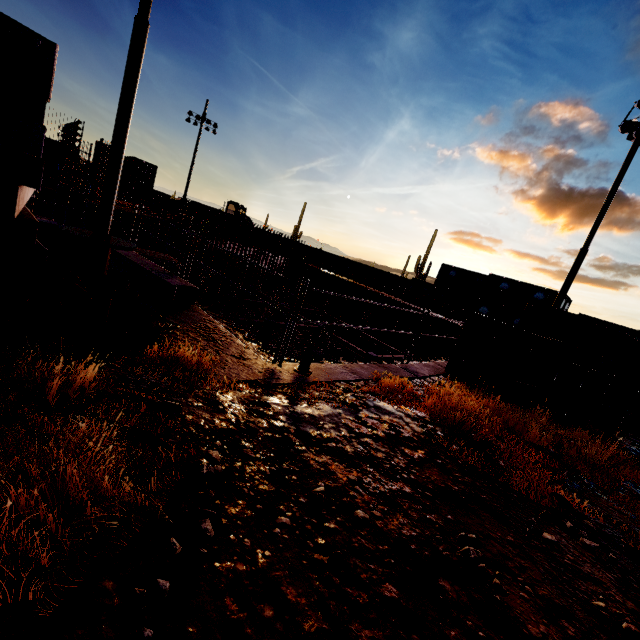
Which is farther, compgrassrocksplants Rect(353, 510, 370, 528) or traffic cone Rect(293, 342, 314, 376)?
traffic cone Rect(293, 342, 314, 376)

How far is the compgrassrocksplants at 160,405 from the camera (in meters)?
2.66

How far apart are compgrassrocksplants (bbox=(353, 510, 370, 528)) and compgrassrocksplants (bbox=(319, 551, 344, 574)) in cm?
39

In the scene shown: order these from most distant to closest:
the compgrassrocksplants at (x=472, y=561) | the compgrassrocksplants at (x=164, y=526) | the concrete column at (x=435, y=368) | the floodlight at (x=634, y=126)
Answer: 1. the floodlight at (x=634, y=126)
2. the concrete column at (x=435, y=368)
3. the compgrassrocksplants at (x=472, y=561)
4. the compgrassrocksplants at (x=164, y=526)

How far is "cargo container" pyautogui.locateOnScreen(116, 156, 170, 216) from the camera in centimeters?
3409cm

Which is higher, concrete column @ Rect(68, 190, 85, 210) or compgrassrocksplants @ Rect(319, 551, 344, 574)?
concrete column @ Rect(68, 190, 85, 210)

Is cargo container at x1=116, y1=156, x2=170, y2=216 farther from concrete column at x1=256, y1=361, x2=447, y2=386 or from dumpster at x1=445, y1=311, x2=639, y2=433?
dumpster at x1=445, y1=311, x2=639, y2=433

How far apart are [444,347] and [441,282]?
10.9m
